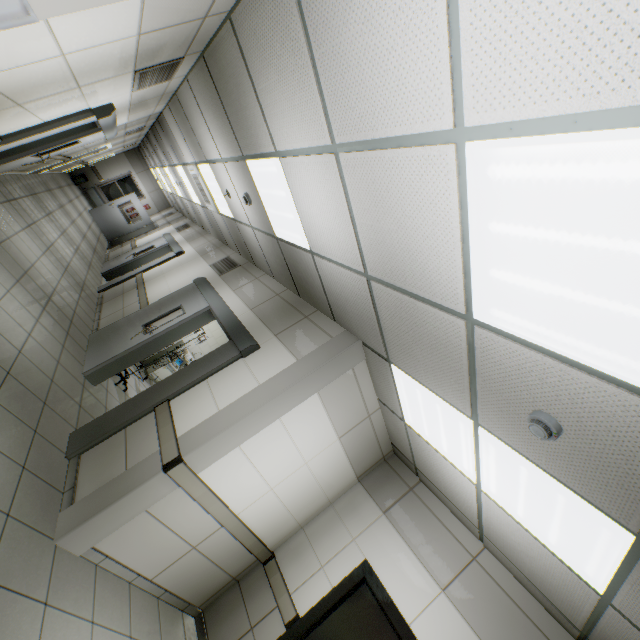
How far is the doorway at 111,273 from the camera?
8.50m

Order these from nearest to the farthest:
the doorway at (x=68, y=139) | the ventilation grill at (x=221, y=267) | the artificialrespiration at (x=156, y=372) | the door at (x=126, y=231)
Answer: the doorway at (x=68, y=139)
the ventilation grill at (x=221, y=267)
the artificialrespiration at (x=156, y=372)
the door at (x=126, y=231)

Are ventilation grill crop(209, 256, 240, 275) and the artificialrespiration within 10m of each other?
yes

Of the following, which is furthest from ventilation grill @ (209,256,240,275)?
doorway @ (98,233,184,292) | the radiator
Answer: the radiator

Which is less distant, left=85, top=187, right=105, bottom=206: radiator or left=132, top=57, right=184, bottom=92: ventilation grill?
left=132, top=57, right=184, bottom=92: ventilation grill

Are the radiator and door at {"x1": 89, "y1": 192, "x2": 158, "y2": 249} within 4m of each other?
yes

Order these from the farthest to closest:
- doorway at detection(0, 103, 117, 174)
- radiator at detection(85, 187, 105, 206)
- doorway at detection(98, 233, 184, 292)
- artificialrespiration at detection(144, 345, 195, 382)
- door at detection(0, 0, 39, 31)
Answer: radiator at detection(85, 187, 105, 206), doorway at detection(98, 233, 184, 292), artificialrespiration at detection(144, 345, 195, 382), doorway at detection(0, 103, 117, 174), door at detection(0, 0, 39, 31)

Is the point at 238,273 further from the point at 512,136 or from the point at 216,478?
the point at 512,136
